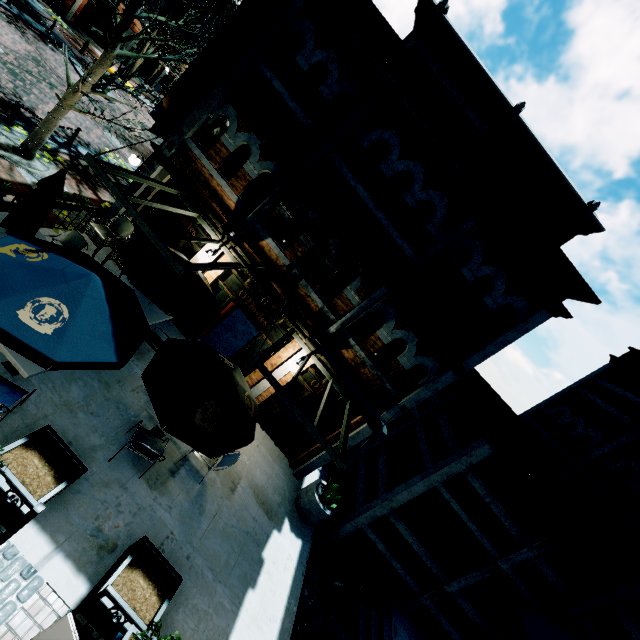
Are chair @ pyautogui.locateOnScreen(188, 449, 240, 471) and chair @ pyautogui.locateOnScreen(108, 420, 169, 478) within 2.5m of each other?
yes

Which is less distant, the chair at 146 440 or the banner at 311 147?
the chair at 146 440

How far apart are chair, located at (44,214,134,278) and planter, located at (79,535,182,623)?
7.5 meters

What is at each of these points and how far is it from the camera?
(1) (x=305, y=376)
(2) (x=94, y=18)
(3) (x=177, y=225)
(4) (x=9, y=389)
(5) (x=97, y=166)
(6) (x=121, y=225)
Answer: (1) building, 10.1 meters
(2) building, 24.6 meters
(3) building, 9.8 meters
(4) chair, 5.2 meters
(5) awning, 6.4 meters
(6) chair, 9.6 meters

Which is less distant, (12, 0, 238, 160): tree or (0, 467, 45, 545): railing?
(0, 467, 45, 545): railing

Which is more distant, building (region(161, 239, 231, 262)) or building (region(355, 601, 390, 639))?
building (region(161, 239, 231, 262))

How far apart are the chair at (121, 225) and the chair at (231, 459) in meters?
6.8 m

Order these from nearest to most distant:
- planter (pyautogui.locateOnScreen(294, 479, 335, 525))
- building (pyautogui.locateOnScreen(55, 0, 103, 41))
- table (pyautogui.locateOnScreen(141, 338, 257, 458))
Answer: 1. table (pyautogui.locateOnScreen(141, 338, 257, 458))
2. planter (pyautogui.locateOnScreen(294, 479, 335, 525))
3. building (pyautogui.locateOnScreen(55, 0, 103, 41))
